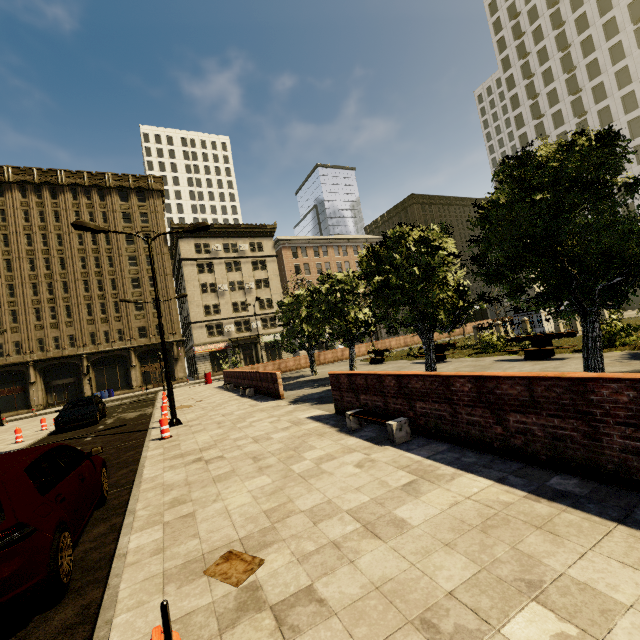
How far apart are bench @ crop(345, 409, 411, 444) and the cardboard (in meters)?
3.37

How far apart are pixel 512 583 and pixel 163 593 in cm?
319

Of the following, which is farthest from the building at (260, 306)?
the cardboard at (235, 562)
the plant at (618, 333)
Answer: the plant at (618, 333)

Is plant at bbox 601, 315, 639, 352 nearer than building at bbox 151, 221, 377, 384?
Yes

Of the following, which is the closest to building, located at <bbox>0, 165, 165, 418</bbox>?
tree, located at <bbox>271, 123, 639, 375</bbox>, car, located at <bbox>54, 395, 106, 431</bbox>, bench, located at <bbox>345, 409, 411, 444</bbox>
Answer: tree, located at <bbox>271, 123, 639, 375</bbox>

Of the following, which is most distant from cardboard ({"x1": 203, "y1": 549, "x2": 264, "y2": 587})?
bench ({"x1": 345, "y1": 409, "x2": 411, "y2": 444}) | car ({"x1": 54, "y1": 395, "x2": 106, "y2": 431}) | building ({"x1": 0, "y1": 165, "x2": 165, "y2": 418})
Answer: car ({"x1": 54, "y1": 395, "x2": 106, "y2": 431})

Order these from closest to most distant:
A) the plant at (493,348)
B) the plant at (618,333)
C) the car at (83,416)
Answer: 1. the plant at (618,333)
2. the plant at (493,348)
3. the car at (83,416)

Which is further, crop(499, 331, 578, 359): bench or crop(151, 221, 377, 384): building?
crop(151, 221, 377, 384): building
